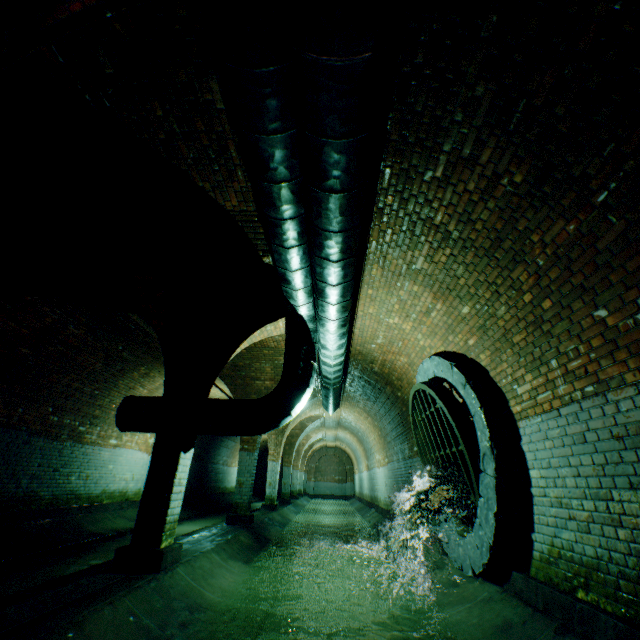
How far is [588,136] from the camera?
2.40m

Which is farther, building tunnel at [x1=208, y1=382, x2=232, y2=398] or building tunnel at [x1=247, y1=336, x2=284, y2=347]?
building tunnel at [x1=208, y1=382, x2=232, y2=398]

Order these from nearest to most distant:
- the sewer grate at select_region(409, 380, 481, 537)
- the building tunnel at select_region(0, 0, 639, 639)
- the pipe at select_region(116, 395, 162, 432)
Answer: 1. the building tunnel at select_region(0, 0, 639, 639)
2. the sewer grate at select_region(409, 380, 481, 537)
3. the pipe at select_region(116, 395, 162, 432)

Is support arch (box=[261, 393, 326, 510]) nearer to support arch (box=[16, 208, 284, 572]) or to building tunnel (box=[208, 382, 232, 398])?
building tunnel (box=[208, 382, 232, 398])

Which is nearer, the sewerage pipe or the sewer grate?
the sewerage pipe

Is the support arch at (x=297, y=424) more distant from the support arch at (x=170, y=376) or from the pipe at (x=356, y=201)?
the support arch at (x=170, y=376)

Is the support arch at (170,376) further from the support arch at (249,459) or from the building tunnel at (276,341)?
the support arch at (249,459)

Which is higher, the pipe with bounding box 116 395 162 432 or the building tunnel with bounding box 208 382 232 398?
the building tunnel with bounding box 208 382 232 398
